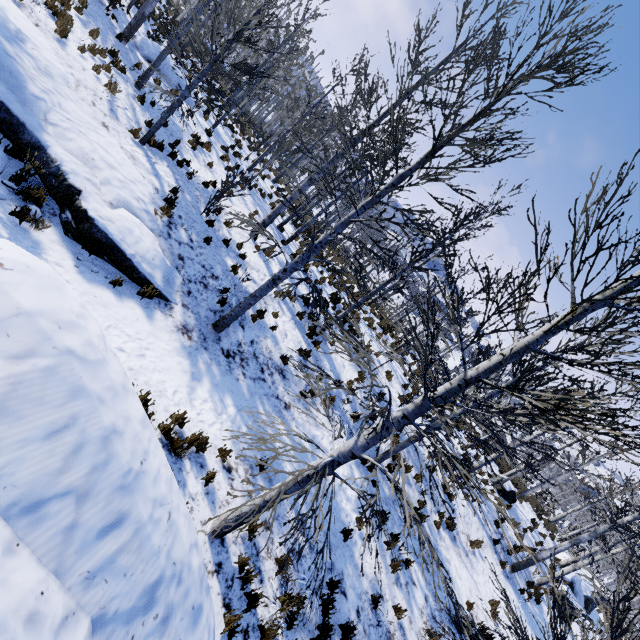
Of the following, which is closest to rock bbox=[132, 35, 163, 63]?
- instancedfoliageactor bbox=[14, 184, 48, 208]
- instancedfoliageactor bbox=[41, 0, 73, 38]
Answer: instancedfoliageactor bbox=[41, 0, 73, 38]

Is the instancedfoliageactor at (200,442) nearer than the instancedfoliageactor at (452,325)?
No

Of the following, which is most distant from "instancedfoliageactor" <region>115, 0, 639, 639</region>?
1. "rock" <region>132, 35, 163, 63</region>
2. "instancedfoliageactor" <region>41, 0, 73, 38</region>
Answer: "rock" <region>132, 35, 163, 63</region>

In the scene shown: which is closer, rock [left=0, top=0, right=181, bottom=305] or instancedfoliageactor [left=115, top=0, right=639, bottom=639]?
instancedfoliageactor [left=115, top=0, right=639, bottom=639]

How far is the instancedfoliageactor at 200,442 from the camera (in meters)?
5.48

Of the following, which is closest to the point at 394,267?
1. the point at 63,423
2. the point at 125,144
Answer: the point at 125,144

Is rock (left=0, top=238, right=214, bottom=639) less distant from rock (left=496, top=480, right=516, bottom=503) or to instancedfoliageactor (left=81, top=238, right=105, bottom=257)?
instancedfoliageactor (left=81, top=238, right=105, bottom=257)

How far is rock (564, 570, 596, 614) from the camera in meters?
18.5 m
